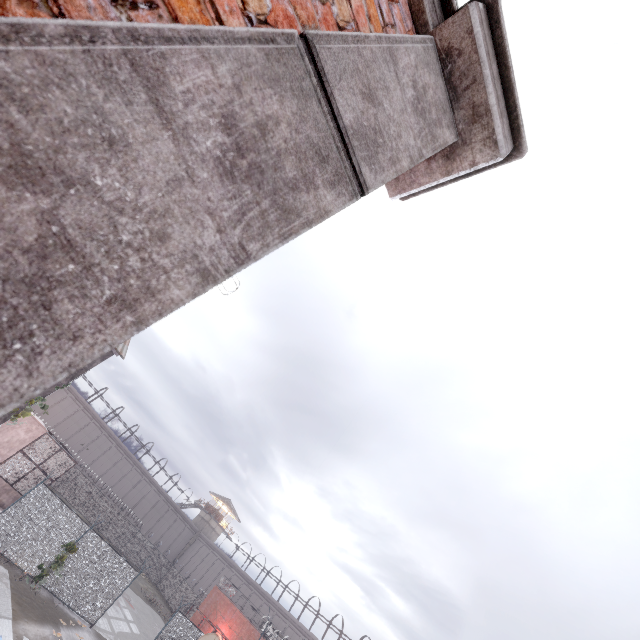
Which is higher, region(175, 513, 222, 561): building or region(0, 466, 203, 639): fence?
region(175, 513, 222, 561): building

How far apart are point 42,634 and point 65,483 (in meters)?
31.63

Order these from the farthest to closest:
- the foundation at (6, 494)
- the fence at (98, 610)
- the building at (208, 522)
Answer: the building at (208, 522) → the foundation at (6, 494) → the fence at (98, 610)

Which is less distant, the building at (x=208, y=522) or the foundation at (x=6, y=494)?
the foundation at (x=6, y=494)

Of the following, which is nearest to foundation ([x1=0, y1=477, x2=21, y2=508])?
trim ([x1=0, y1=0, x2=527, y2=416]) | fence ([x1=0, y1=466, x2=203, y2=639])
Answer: fence ([x1=0, y1=466, x2=203, y2=639])

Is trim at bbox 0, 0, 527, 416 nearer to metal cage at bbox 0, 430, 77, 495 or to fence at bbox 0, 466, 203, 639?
fence at bbox 0, 466, 203, 639

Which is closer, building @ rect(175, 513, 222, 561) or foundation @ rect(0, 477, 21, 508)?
foundation @ rect(0, 477, 21, 508)

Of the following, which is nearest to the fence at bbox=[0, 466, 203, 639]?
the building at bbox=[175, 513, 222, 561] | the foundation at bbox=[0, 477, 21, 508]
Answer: the foundation at bbox=[0, 477, 21, 508]
